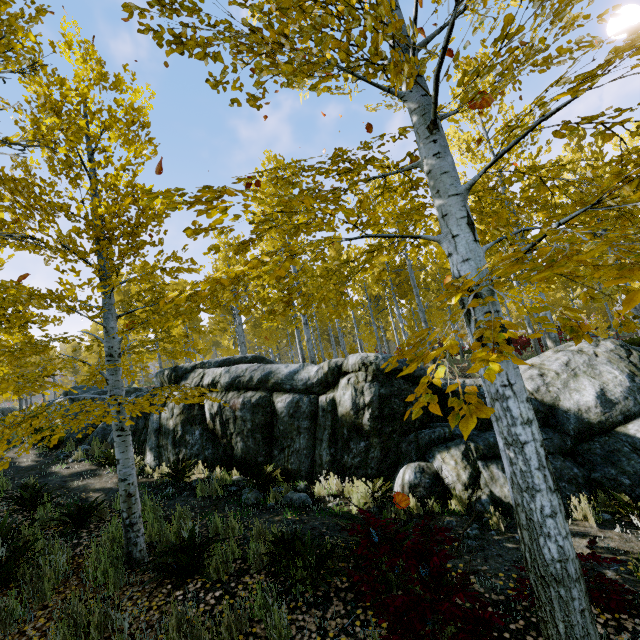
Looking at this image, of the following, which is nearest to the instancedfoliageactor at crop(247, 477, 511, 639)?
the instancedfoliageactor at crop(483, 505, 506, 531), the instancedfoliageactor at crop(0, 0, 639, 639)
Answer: the instancedfoliageactor at crop(0, 0, 639, 639)

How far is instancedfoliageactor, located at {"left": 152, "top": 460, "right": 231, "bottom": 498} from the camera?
6.9 meters

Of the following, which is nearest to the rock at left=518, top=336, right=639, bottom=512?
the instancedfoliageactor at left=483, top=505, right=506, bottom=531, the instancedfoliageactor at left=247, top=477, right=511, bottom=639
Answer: the instancedfoliageactor at left=483, top=505, right=506, bottom=531

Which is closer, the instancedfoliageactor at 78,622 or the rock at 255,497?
the instancedfoliageactor at 78,622

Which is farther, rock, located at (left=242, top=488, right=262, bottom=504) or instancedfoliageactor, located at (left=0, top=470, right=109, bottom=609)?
rock, located at (left=242, top=488, right=262, bottom=504)

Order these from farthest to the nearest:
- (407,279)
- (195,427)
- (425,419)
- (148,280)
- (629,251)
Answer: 1. (407,279)
2. (148,280)
3. (195,427)
4. (425,419)
5. (629,251)
